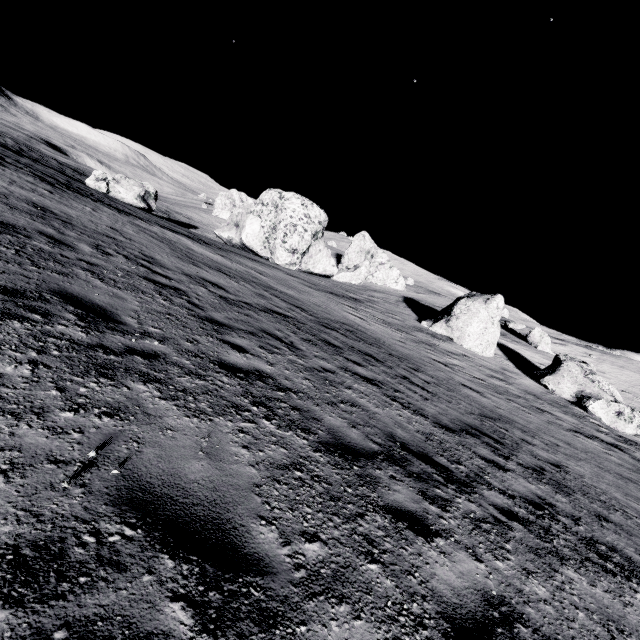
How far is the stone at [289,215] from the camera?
31.7 meters

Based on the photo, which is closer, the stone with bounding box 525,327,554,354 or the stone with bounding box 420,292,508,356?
the stone with bounding box 420,292,508,356

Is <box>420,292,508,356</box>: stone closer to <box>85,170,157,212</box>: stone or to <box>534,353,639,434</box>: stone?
<box>534,353,639,434</box>: stone

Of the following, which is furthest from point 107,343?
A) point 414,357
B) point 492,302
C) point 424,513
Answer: point 492,302

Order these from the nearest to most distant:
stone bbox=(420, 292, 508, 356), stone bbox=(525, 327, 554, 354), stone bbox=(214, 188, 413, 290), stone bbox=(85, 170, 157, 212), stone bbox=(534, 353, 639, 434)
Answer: stone bbox=(534, 353, 639, 434)
stone bbox=(420, 292, 508, 356)
stone bbox=(85, 170, 157, 212)
stone bbox=(214, 188, 413, 290)
stone bbox=(525, 327, 554, 354)

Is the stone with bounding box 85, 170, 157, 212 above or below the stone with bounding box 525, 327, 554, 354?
below

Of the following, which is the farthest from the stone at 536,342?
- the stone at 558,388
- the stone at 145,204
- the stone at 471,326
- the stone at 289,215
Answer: the stone at 145,204

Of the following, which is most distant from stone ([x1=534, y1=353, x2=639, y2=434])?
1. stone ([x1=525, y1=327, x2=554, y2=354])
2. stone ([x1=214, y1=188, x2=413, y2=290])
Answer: stone ([x1=214, y1=188, x2=413, y2=290])
